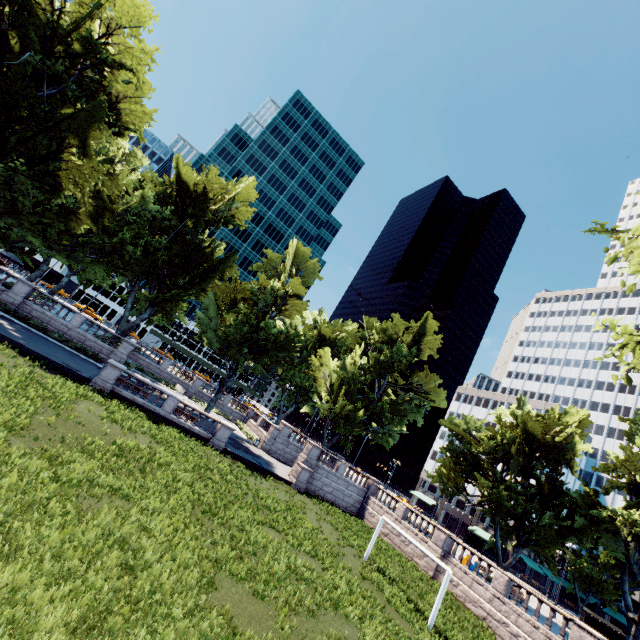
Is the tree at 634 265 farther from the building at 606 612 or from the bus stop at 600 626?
the bus stop at 600 626

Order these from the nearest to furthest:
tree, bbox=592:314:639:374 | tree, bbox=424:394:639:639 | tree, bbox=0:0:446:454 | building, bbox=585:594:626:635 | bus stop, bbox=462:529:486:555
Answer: tree, bbox=592:314:639:374
tree, bbox=0:0:446:454
tree, bbox=424:394:639:639
building, bbox=585:594:626:635
bus stop, bbox=462:529:486:555

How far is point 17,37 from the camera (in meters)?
19.69

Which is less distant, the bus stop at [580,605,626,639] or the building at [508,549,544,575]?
the bus stop at [580,605,626,639]

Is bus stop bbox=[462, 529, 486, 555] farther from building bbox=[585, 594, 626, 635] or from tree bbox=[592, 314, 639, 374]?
tree bbox=[592, 314, 639, 374]

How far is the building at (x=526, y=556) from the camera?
56.9 meters

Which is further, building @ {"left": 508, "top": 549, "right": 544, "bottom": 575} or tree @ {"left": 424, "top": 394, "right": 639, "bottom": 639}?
building @ {"left": 508, "top": 549, "right": 544, "bottom": 575}
